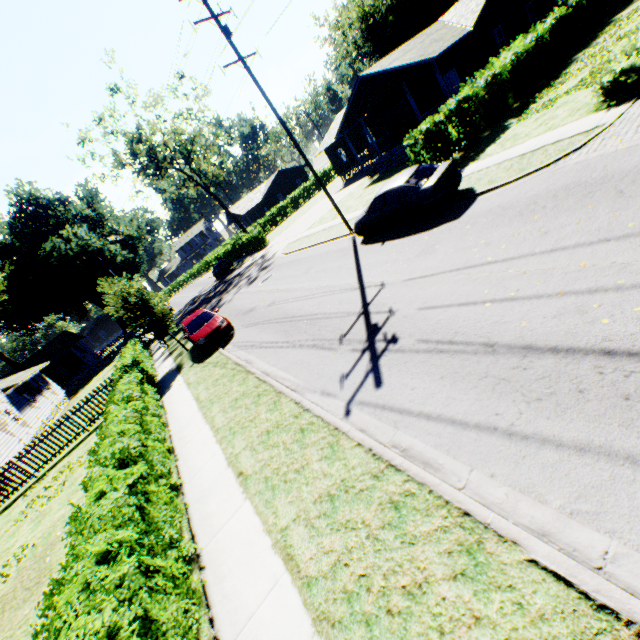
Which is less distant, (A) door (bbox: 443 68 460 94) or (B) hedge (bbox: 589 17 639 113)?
(B) hedge (bbox: 589 17 639 113)

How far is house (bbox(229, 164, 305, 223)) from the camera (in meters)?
56.69

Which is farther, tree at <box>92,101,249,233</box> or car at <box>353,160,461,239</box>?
tree at <box>92,101,249,233</box>

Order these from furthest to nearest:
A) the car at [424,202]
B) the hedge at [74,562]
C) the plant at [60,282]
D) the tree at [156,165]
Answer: the tree at [156,165] → the plant at [60,282] → the car at [424,202] → the hedge at [74,562]

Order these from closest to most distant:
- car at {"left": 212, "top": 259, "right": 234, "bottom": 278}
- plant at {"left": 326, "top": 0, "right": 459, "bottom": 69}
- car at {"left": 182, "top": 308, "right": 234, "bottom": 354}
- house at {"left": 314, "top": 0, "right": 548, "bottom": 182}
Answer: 1. car at {"left": 182, "top": 308, "right": 234, "bottom": 354}
2. house at {"left": 314, "top": 0, "right": 548, "bottom": 182}
3. car at {"left": 212, "top": 259, "right": 234, "bottom": 278}
4. plant at {"left": 326, "top": 0, "right": 459, "bottom": 69}

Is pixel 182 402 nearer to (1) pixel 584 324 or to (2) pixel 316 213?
(1) pixel 584 324

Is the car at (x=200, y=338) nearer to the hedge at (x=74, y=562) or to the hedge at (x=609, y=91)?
the hedge at (x=74, y=562)

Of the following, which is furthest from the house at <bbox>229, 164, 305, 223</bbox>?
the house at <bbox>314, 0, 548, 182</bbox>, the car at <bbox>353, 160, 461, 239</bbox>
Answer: the car at <bbox>353, 160, 461, 239</bbox>
